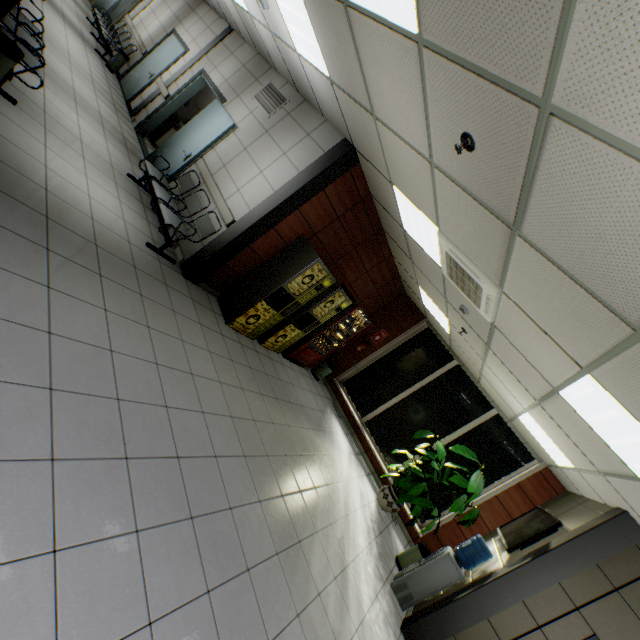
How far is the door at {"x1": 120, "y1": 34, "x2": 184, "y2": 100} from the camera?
8.5m

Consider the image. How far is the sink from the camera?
8.16m

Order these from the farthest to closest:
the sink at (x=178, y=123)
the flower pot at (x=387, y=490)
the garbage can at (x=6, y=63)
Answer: the sink at (x=178, y=123)
the flower pot at (x=387, y=490)
the garbage can at (x=6, y=63)

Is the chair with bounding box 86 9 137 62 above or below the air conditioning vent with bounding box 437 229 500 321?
below

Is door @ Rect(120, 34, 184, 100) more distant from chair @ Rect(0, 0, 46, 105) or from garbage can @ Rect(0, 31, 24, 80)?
garbage can @ Rect(0, 31, 24, 80)

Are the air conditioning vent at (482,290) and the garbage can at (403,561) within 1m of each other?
no

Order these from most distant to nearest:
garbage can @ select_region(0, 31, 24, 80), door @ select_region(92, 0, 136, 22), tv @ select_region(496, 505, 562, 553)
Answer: door @ select_region(92, 0, 136, 22) < tv @ select_region(496, 505, 562, 553) < garbage can @ select_region(0, 31, 24, 80)

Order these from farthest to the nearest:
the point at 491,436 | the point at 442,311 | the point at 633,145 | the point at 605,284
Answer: the point at 491,436 → the point at 442,311 → the point at 605,284 → the point at 633,145
